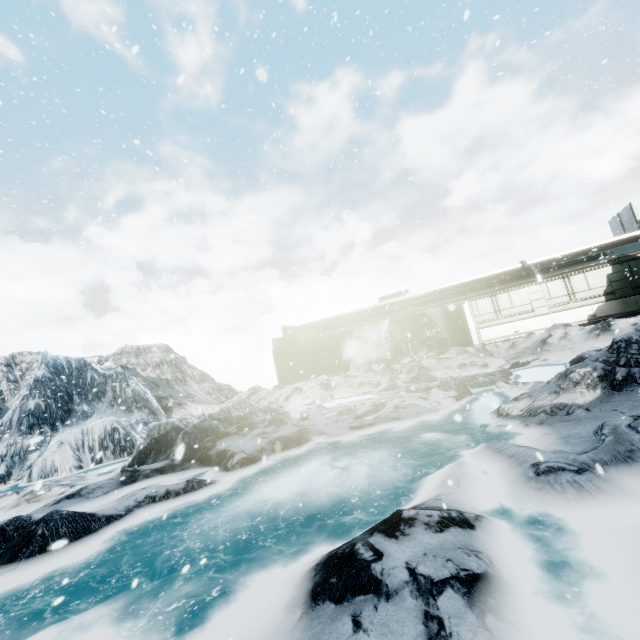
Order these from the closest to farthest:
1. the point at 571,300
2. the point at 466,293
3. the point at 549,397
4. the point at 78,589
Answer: the point at 78,589, the point at 549,397, the point at 571,300, the point at 466,293
